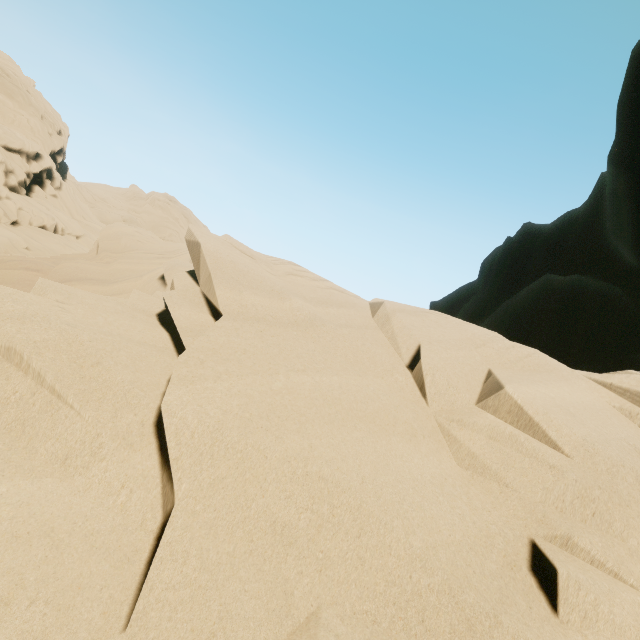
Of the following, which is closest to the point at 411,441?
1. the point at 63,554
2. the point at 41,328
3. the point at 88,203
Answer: the point at 63,554
